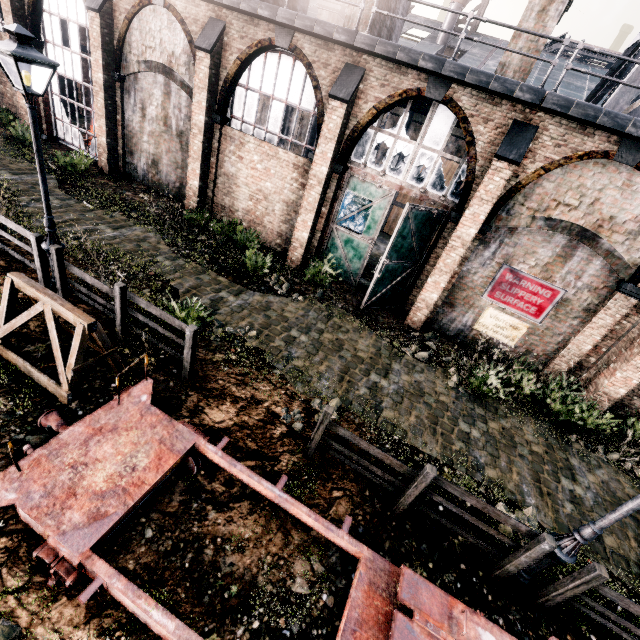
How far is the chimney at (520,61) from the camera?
11.8 meters

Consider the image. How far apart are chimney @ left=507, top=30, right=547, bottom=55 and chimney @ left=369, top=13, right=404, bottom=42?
4.9 meters

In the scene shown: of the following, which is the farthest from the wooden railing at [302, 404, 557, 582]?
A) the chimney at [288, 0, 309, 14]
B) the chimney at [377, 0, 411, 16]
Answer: the chimney at [288, 0, 309, 14]

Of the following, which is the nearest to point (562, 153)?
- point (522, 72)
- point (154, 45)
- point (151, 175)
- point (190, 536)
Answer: point (522, 72)

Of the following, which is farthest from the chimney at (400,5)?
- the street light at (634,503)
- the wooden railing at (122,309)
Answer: the street light at (634,503)

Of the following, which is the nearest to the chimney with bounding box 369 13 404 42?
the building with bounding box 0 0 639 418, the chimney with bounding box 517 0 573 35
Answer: the building with bounding box 0 0 639 418

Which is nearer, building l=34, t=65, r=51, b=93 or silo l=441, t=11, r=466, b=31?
building l=34, t=65, r=51, b=93
